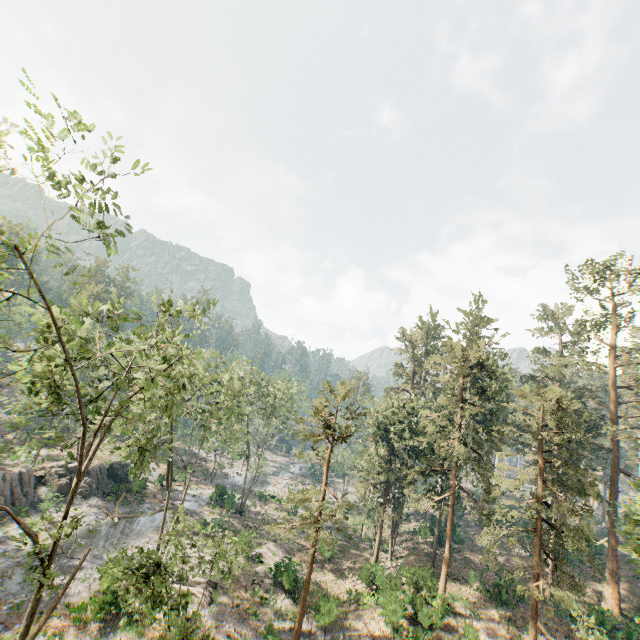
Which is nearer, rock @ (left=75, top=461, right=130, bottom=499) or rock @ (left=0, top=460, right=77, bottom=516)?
rock @ (left=0, top=460, right=77, bottom=516)

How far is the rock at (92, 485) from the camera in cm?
3669

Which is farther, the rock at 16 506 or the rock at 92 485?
the rock at 92 485

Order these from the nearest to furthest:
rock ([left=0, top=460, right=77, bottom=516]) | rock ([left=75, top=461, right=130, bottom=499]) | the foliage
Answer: the foliage, rock ([left=0, top=460, right=77, bottom=516]), rock ([left=75, top=461, right=130, bottom=499])

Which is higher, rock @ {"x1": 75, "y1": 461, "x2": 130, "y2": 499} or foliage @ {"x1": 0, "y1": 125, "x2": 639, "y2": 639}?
foliage @ {"x1": 0, "y1": 125, "x2": 639, "y2": 639}

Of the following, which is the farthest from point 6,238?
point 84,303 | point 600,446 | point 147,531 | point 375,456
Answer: point 600,446

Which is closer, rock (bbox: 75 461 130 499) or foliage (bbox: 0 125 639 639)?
foliage (bbox: 0 125 639 639)
